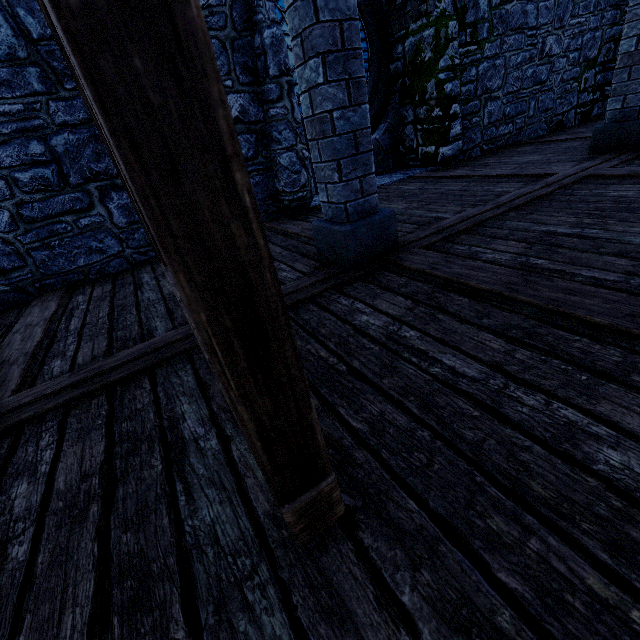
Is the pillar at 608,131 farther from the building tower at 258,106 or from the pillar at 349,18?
the pillar at 349,18

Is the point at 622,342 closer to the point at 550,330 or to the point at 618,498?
the point at 550,330

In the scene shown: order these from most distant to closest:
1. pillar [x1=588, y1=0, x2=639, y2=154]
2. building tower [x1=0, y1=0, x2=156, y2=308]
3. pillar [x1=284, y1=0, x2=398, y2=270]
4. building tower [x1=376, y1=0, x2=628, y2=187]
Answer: building tower [x1=376, y1=0, x2=628, y2=187] → pillar [x1=588, y1=0, x2=639, y2=154] → building tower [x1=0, y1=0, x2=156, y2=308] → pillar [x1=284, y1=0, x2=398, y2=270]

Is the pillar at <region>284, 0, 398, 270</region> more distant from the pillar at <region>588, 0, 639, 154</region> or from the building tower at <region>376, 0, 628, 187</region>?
the pillar at <region>588, 0, 639, 154</region>

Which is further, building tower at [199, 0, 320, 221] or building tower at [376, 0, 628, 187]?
building tower at [376, 0, 628, 187]

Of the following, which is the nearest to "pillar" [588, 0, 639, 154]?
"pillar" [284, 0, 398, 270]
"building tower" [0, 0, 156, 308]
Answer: "building tower" [0, 0, 156, 308]
